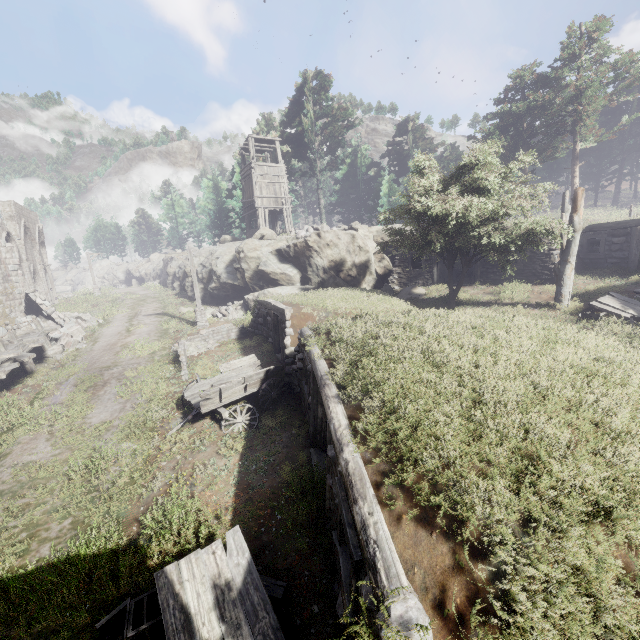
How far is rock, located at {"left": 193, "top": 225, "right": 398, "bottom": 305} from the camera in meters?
20.9 m

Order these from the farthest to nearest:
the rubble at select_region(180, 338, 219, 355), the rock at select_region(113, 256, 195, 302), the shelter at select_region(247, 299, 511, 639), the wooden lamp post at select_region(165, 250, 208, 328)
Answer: the rock at select_region(113, 256, 195, 302) < the wooden lamp post at select_region(165, 250, 208, 328) < the rubble at select_region(180, 338, 219, 355) < the shelter at select_region(247, 299, 511, 639)

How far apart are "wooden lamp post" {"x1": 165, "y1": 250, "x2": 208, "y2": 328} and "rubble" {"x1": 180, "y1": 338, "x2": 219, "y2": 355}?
3.2 meters

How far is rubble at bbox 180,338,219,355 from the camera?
16.2 meters

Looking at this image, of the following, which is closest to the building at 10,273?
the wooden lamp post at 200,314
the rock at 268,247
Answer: the wooden lamp post at 200,314

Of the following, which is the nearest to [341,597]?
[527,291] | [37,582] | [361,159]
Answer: [37,582]

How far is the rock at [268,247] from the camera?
20.88m

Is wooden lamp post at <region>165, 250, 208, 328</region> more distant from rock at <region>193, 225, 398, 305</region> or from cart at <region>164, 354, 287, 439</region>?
cart at <region>164, 354, 287, 439</region>
